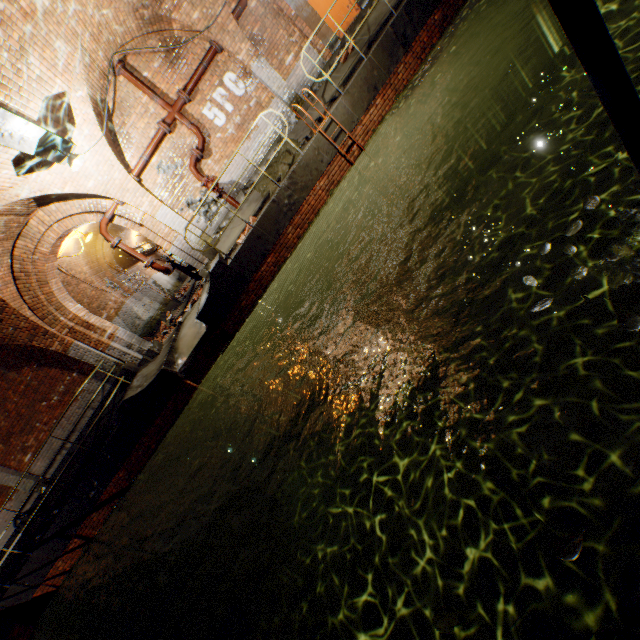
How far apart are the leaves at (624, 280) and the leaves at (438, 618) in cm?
209

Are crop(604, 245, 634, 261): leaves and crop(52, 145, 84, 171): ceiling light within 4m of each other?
no

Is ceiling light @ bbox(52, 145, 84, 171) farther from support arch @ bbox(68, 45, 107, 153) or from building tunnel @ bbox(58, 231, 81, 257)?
building tunnel @ bbox(58, 231, 81, 257)

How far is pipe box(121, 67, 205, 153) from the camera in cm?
839

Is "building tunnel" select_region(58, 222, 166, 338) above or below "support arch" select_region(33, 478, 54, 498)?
above

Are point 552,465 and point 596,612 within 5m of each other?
yes

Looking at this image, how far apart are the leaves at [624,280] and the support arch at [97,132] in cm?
970

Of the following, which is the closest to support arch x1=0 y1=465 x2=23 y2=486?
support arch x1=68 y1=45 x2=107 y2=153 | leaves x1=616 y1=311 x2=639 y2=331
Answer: support arch x1=68 y1=45 x2=107 y2=153
